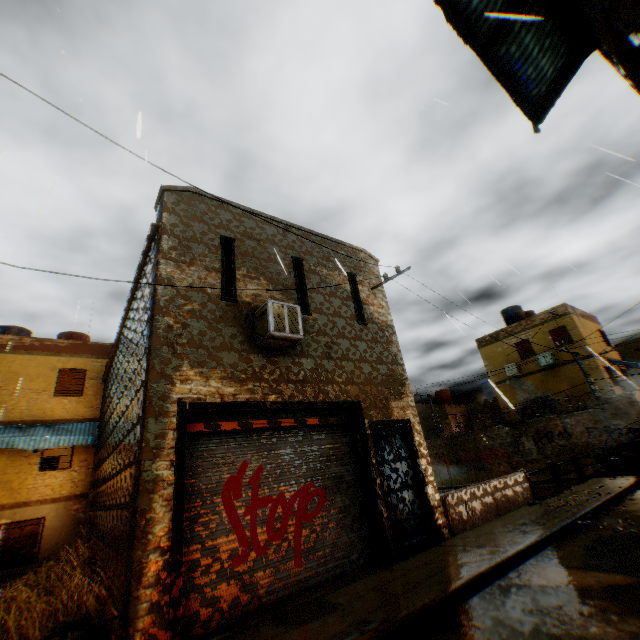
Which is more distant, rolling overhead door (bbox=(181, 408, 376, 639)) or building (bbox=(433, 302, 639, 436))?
building (bbox=(433, 302, 639, 436))

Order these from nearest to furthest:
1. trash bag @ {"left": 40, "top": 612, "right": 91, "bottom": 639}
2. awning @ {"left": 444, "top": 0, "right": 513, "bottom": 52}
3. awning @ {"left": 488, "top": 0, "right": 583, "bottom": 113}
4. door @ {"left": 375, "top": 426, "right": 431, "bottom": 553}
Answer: trash bag @ {"left": 40, "top": 612, "right": 91, "bottom": 639}, awning @ {"left": 444, "top": 0, "right": 513, "bottom": 52}, awning @ {"left": 488, "top": 0, "right": 583, "bottom": 113}, door @ {"left": 375, "top": 426, "right": 431, "bottom": 553}

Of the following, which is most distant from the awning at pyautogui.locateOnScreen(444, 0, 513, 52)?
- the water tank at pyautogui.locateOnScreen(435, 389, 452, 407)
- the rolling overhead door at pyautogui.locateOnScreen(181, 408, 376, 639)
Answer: the water tank at pyautogui.locateOnScreen(435, 389, 452, 407)

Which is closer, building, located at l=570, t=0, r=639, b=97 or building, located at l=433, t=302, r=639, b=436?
building, located at l=570, t=0, r=639, b=97

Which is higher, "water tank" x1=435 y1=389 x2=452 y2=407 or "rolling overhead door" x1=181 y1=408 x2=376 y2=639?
"water tank" x1=435 y1=389 x2=452 y2=407

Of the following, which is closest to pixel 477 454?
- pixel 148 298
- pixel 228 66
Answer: pixel 148 298

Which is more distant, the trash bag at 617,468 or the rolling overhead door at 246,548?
the trash bag at 617,468

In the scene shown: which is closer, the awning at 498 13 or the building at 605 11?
the building at 605 11
